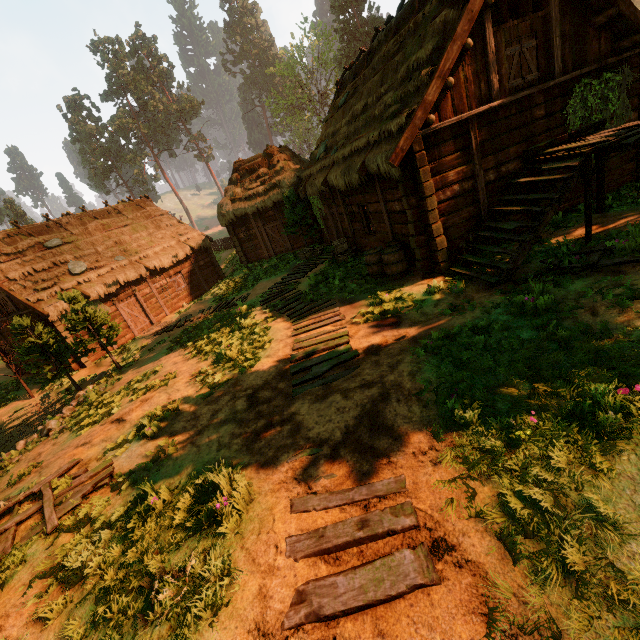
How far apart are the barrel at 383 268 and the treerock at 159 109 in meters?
67.4

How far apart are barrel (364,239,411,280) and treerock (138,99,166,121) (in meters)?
67.40

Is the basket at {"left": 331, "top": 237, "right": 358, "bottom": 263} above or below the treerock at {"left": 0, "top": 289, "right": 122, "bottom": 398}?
below

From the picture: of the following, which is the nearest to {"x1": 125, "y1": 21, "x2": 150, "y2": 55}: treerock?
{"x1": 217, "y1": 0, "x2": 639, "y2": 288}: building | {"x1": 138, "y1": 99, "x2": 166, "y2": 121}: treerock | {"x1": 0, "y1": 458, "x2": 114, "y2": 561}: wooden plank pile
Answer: {"x1": 217, "y1": 0, "x2": 639, "y2": 288}: building

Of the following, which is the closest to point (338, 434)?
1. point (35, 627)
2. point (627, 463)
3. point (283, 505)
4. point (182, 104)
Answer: point (283, 505)

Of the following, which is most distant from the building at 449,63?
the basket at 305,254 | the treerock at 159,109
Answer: the treerock at 159,109

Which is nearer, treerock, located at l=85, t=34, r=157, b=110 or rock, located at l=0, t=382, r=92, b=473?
rock, located at l=0, t=382, r=92, b=473

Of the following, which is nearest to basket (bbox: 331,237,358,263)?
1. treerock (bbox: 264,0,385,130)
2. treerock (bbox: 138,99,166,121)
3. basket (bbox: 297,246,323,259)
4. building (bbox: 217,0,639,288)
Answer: building (bbox: 217,0,639,288)
